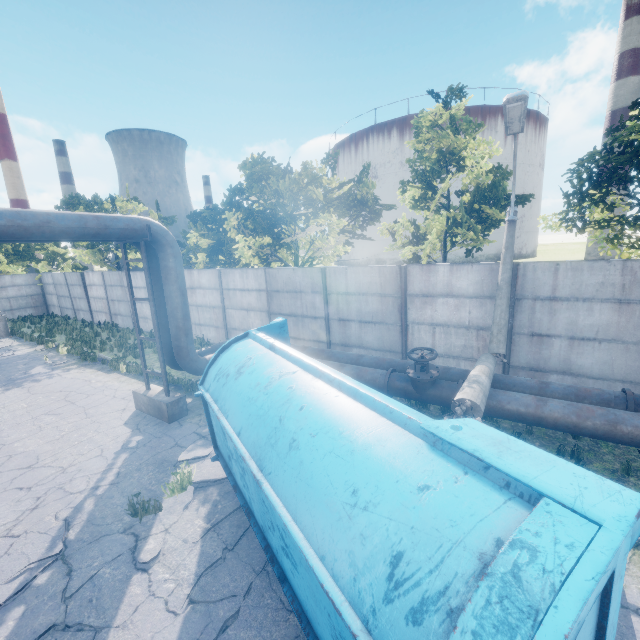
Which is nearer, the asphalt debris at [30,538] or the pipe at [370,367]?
the asphalt debris at [30,538]

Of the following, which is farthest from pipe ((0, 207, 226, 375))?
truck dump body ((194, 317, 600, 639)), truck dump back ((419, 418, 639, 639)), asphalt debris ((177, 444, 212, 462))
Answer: truck dump back ((419, 418, 639, 639))

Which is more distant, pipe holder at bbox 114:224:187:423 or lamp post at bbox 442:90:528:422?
pipe holder at bbox 114:224:187:423

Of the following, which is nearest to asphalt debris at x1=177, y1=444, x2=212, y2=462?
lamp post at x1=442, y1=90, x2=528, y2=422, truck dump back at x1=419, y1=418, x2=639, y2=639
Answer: truck dump back at x1=419, y1=418, x2=639, y2=639

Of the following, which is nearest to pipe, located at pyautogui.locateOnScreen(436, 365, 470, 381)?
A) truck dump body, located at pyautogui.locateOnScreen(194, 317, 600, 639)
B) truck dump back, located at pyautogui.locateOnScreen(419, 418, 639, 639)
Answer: truck dump body, located at pyautogui.locateOnScreen(194, 317, 600, 639)

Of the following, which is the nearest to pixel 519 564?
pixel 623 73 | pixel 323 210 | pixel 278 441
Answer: pixel 278 441

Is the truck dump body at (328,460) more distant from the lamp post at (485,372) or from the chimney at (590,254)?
the chimney at (590,254)

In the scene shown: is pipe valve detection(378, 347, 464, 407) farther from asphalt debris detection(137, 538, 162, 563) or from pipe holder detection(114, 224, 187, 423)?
pipe holder detection(114, 224, 187, 423)
